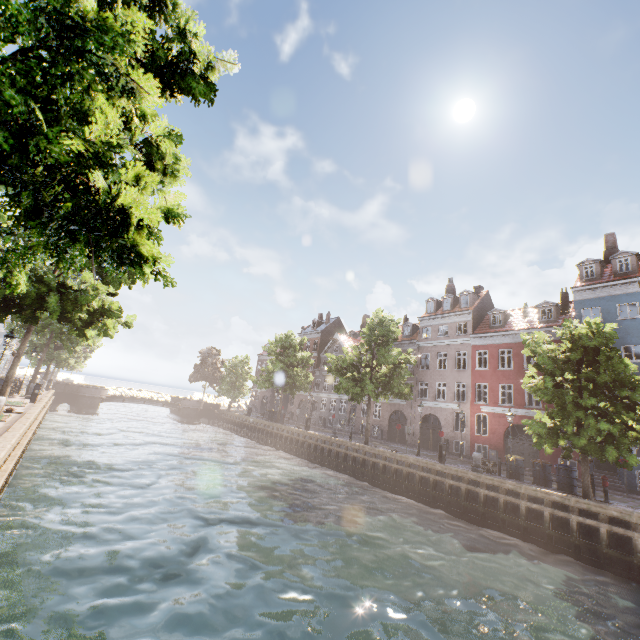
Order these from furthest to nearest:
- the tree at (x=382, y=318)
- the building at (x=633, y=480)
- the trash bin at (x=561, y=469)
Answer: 1. the tree at (x=382, y=318)
2. the building at (x=633, y=480)
3. the trash bin at (x=561, y=469)

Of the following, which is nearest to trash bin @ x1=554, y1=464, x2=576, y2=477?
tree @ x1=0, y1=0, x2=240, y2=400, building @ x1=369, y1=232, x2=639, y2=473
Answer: tree @ x1=0, y1=0, x2=240, y2=400

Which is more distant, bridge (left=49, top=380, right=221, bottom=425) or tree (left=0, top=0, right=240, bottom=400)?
bridge (left=49, top=380, right=221, bottom=425)

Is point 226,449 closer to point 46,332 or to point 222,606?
point 222,606

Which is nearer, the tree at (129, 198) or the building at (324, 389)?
the tree at (129, 198)

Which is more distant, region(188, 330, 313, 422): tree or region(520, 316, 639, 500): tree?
region(188, 330, 313, 422): tree

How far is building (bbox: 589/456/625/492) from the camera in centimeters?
1997cm
